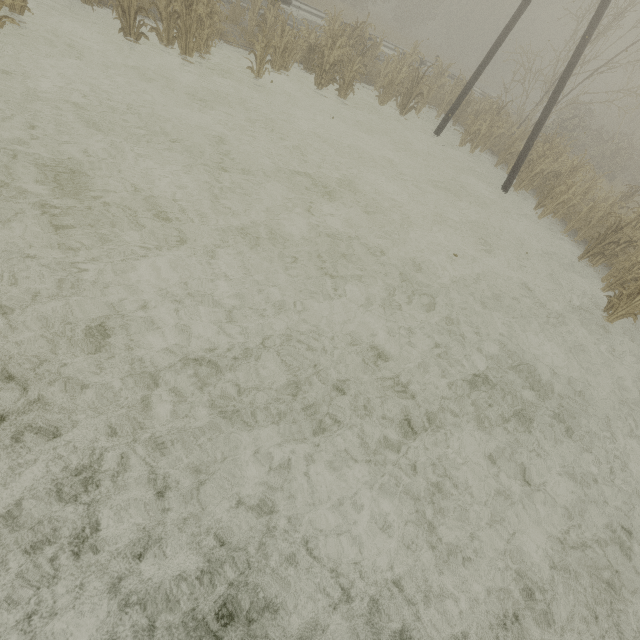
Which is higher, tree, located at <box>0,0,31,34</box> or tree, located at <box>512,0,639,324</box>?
tree, located at <box>512,0,639,324</box>

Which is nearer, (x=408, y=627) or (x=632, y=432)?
(x=408, y=627)

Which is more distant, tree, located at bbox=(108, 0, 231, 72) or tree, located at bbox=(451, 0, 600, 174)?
tree, located at bbox=(451, 0, 600, 174)

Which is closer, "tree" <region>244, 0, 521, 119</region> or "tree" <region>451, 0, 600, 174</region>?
"tree" <region>244, 0, 521, 119</region>

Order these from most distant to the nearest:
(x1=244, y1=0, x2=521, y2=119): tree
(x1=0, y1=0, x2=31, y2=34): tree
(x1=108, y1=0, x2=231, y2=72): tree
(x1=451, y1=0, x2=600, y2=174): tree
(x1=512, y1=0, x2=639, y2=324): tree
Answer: (x1=451, y1=0, x2=600, y2=174): tree
(x1=244, y1=0, x2=521, y2=119): tree
(x1=512, y1=0, x2=639, y2=324): tree
(x1=108, y1=0, x2=231, y2=72): tree
(x1=0, y1=0, x2=31, y2=34): tree

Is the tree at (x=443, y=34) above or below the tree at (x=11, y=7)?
above

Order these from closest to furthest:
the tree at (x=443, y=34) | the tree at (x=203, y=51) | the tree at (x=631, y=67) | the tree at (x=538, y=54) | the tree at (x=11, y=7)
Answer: the tree at (x=11, y=7) → the tree at (x=203, y=51) → the tree at (x=631, y=67) → the tree at (x=443, y=34) → the tree at (x=538, y=54)
